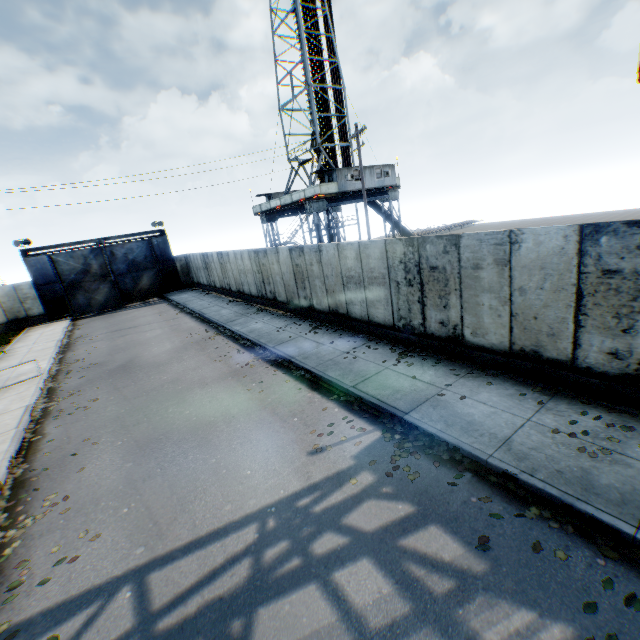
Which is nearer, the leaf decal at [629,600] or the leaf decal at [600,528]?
the leaf decal at [629,600]

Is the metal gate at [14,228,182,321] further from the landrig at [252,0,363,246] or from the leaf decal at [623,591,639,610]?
the leaf decal at [623,591,639,610]

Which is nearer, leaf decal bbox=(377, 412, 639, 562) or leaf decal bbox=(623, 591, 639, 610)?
leaf decal bbox=(623, 591, 639, 610)

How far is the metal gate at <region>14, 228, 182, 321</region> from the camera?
26.88m

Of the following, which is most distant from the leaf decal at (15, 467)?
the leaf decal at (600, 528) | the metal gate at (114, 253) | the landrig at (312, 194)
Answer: the landrig at (312, 194)

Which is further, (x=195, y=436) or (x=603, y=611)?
(x=195, y=436)

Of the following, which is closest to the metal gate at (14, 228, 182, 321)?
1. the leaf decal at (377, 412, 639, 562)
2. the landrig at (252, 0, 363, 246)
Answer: the landrig at (252, 0, 363, 246)

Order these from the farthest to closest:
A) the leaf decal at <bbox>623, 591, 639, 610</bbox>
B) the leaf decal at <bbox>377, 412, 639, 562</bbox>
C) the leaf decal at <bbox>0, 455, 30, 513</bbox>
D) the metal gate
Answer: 1. the metal gate
2. the leaf decal at <bbox>0, 455, 30, 513</bbox>
3. the leaf decal at <bbox>377, 412, 639, 562</bbox>
4. the leaf decal at <bbox>623, 591, 639, 610</bbox>
